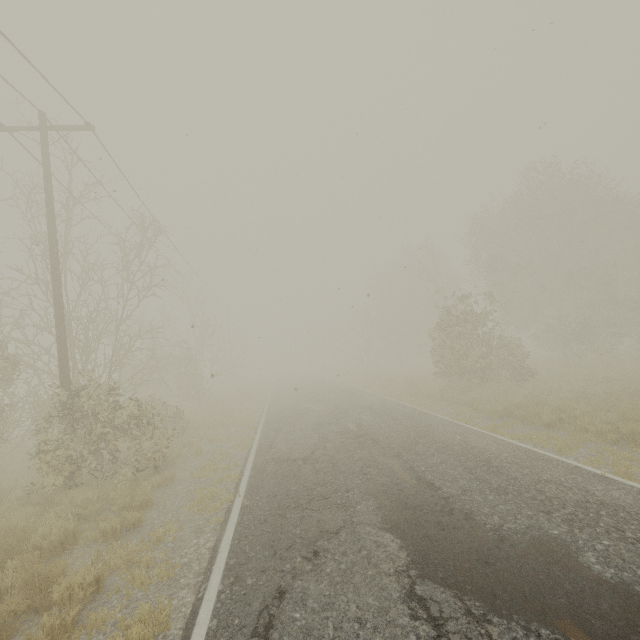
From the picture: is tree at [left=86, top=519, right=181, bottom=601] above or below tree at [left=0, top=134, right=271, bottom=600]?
below

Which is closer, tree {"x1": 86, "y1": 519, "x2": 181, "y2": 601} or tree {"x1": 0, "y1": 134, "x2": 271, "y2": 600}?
tree {"x1": 86, "y1": 519, "x2": 181, "y2": 601}

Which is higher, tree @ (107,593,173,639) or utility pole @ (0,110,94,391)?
utility pole @ (0,110,94,391)

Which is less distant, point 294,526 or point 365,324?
point 294,526

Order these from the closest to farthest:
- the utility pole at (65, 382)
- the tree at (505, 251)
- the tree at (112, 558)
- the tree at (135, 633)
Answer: the tree at (135, 633) → the tree at (112, 558) → the utility pole at (65, 382) → the tree at (505, 251)

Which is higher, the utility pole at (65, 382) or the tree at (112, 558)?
the utility pole at (65, 382)

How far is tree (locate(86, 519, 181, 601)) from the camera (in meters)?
4.78
